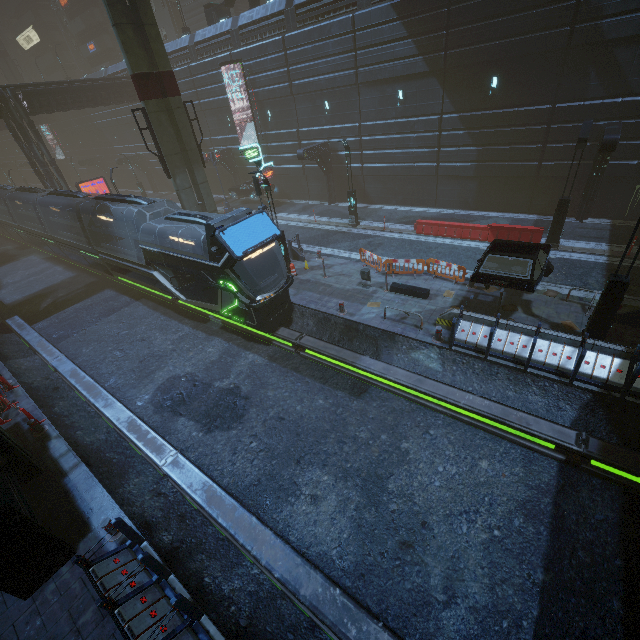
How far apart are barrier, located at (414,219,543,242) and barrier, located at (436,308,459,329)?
8.20m

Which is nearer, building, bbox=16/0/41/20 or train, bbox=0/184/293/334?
train, bbox=0/184/293/334

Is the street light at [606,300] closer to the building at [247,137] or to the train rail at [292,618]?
the building at [247,137]

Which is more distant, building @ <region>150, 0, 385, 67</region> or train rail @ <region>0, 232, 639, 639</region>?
building @ <region>150, 0, 385, 67</region>

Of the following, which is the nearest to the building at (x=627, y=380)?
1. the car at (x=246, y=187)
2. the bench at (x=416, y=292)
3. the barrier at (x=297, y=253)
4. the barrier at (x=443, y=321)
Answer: the barrier at (x=443, y=321)

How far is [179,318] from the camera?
18.3m

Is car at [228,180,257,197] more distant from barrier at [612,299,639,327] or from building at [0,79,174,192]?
barrier at [612,299,639,327]

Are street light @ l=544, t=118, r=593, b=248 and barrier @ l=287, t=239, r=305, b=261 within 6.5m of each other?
no
